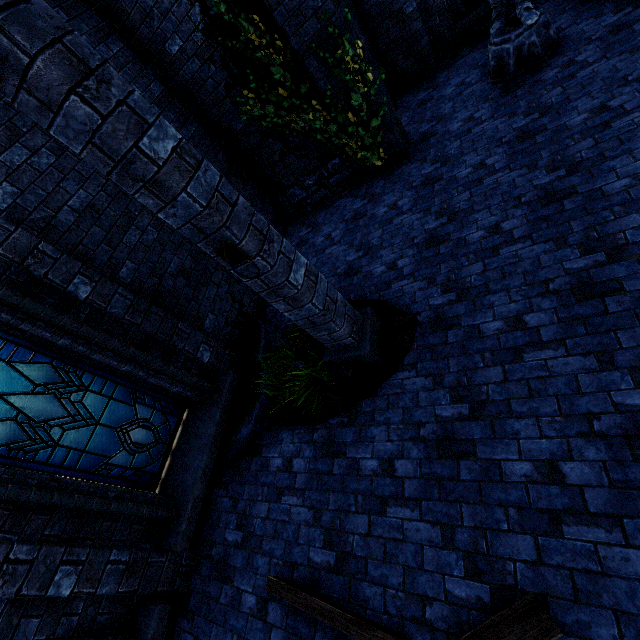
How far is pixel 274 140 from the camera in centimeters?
685cm

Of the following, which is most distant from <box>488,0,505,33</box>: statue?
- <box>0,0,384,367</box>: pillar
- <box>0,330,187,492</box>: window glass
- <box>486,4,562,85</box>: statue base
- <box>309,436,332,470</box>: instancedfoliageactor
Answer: <box>0,330,187,492</box>: window glass

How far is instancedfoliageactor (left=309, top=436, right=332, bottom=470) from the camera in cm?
402

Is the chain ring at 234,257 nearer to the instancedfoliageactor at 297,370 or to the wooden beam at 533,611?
the instancedfoliageactor at 297,370

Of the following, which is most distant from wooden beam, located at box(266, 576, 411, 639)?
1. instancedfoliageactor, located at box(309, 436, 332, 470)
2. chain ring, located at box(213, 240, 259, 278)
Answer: chain ring, located at box(213, 240, 259, 278)

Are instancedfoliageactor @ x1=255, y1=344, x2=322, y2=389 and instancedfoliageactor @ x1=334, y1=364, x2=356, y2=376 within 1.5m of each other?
yes

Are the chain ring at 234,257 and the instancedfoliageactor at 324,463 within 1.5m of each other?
no

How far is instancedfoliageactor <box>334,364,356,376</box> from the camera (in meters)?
4.29
